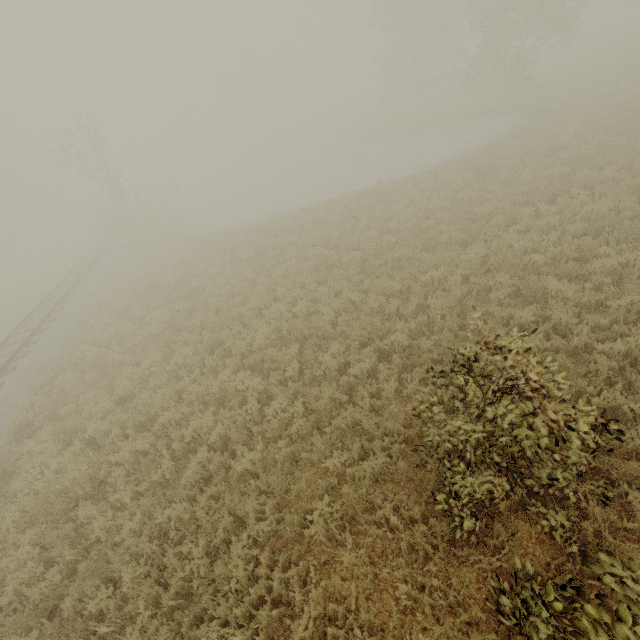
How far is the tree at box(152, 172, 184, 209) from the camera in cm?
3688

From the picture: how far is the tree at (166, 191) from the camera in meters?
36.9 m

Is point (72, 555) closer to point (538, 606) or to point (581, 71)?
point (538, 606)
